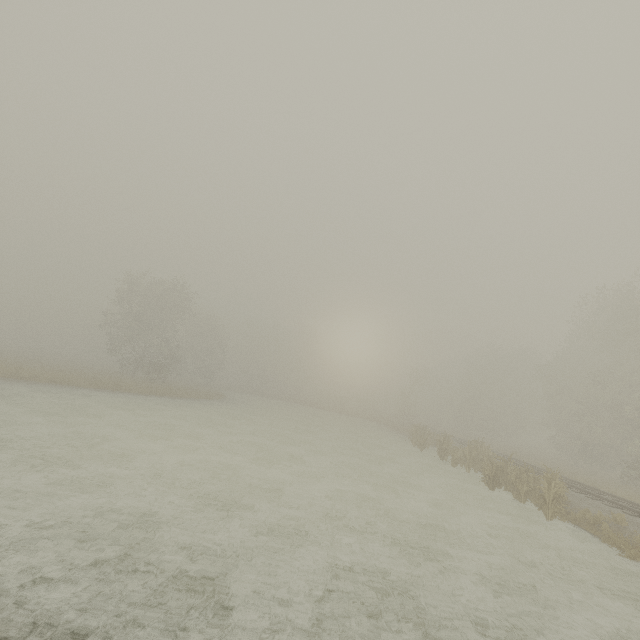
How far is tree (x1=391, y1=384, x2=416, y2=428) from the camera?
43.6 meters

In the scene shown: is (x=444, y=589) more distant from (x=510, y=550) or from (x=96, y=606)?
(x=96, y=606)

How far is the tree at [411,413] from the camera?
43.6 meters
